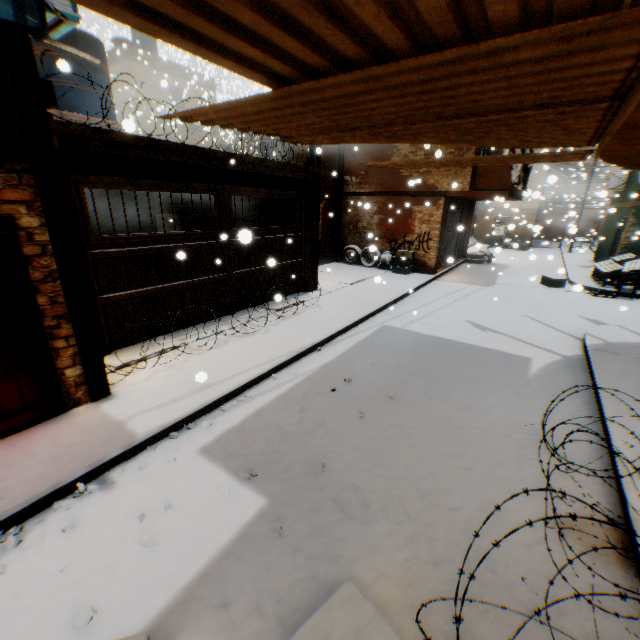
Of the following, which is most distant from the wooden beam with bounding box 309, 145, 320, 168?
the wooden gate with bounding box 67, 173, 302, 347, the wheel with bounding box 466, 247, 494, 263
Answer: the wheel with bounding box 466, 247, 494, 263

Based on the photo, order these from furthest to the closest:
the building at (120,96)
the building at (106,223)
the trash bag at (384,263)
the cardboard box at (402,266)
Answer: the building at (120,96) → the trash bag at (384,263) → the cardboard box at (402,266) → the building at (106,223)

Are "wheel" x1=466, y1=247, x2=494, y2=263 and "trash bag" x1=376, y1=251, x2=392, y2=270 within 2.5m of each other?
no

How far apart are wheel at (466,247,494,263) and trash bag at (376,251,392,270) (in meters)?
5.87

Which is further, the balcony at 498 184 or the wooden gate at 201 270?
the balcony at 498 184

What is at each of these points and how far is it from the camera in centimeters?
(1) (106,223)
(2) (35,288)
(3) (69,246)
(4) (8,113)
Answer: (1) building, 1032cm
(2) building, 372cm
(3) wooden beam, 389cm
(4) building, 327cm

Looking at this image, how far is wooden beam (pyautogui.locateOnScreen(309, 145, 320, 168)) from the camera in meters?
6.8 m

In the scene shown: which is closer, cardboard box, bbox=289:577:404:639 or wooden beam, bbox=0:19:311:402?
cardboard box, bbox=289:577:404:639
